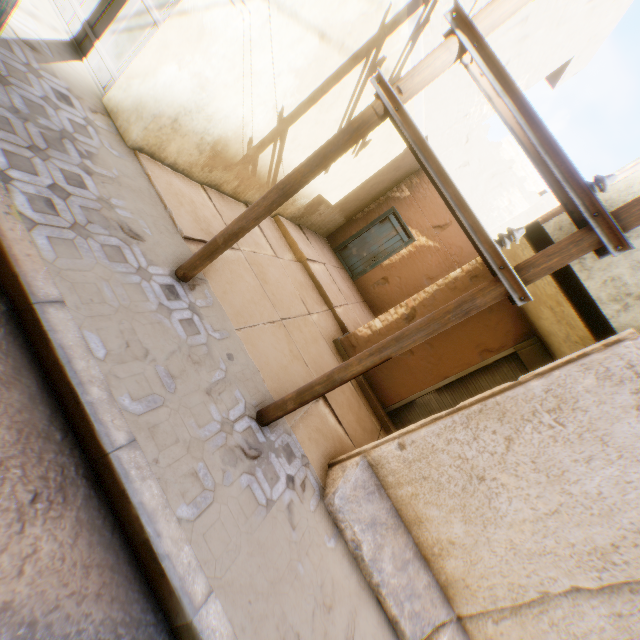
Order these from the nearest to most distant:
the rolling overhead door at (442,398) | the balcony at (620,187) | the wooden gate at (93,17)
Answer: the balcony at (620,187) → the wooden gate at (93,17) → the rolling overhead door at (442,398)

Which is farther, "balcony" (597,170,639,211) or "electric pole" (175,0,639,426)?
"balcony" (597,170,639,211)

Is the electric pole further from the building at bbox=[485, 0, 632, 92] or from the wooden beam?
the wooden beam

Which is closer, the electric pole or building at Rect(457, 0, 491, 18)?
the electric pole

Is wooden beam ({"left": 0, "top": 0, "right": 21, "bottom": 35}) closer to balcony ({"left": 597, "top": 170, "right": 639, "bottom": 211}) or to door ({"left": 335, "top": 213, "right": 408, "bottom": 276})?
balcony ({"left": 597, "top": 170, "right": 639, "bottom": 211})

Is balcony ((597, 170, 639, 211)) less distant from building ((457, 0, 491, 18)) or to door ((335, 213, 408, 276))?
building ((457, 0, 491, 18))

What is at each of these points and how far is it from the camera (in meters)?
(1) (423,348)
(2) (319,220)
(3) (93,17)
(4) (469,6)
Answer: (1) building, 6.34
(2) building, 9.77
(3) wooden gate, 4.17
(4) building, 5.04

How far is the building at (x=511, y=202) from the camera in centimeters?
691cm
